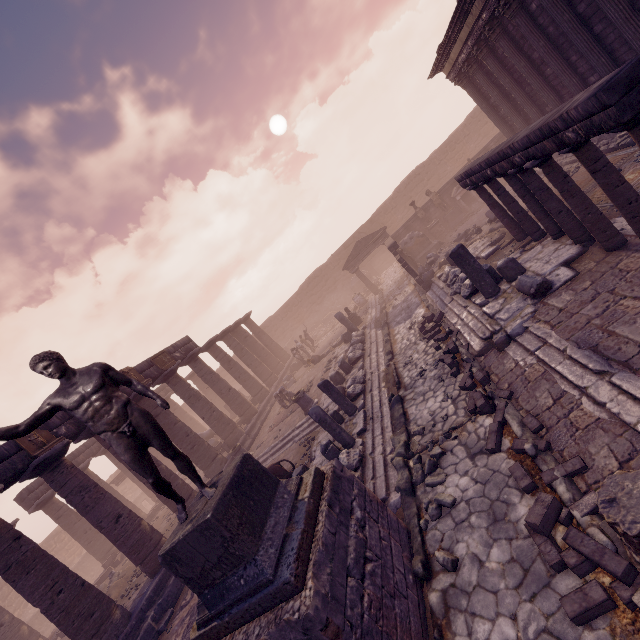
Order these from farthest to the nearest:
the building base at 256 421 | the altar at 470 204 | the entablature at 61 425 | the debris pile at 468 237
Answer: the altar at 470 204, the building base at 256 421, the debris pile at 468 237, the entablature at 61 425

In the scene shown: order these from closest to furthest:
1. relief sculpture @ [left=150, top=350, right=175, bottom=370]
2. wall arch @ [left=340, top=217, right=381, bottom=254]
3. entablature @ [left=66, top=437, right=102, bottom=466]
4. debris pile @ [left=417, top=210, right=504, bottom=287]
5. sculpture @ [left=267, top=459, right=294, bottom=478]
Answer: sculpture @ [left=267, top=459, right=294, bottom=478], debris pile @ [left=417, top=210, right=504, bottom=287], relief sculpture @ [left=150, top=350, right=175, bottom=370], entablature @ [left=66, top=437, right=102, bottom=466], wall arch @ [left=340, top=217, right=381, bottom=254]

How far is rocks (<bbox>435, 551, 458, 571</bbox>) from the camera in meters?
4.7 m

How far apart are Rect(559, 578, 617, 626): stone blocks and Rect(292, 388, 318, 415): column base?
10.1m

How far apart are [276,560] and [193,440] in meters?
13.0

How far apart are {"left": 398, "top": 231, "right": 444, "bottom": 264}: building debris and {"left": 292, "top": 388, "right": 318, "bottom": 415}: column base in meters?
12.0

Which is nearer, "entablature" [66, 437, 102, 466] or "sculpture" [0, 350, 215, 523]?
"sculpture" [0, 350, 215, 523]

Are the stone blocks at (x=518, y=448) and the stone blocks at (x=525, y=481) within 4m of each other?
yes
